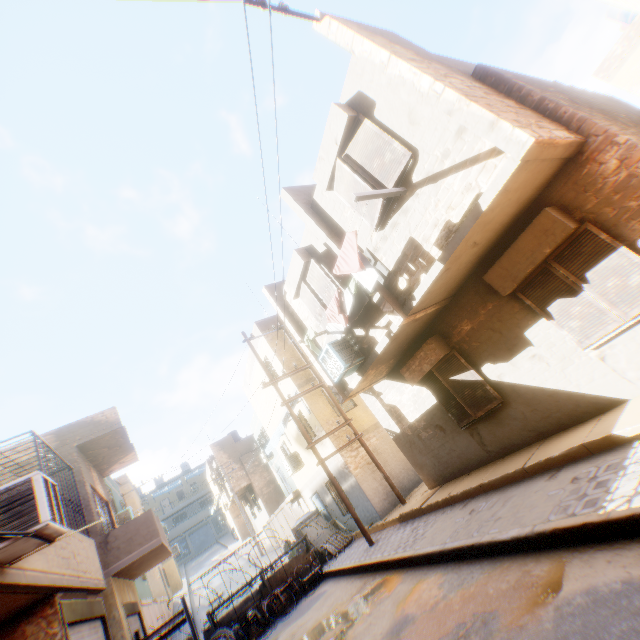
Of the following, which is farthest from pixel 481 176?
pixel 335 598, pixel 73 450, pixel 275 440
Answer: pixel 73 450

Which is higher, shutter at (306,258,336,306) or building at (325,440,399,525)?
shutter at (306,258,336,306)

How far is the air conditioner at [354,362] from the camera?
8.1m

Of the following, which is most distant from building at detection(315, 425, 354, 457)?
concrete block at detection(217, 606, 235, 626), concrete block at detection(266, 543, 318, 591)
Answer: concrete block at detection(217, 606, 235, 626)

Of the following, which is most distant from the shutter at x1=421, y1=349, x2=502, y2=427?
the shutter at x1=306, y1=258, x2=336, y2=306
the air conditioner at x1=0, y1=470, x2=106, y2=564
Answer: the air conditioner at x1=0, y1=470, x2=106, y2=564

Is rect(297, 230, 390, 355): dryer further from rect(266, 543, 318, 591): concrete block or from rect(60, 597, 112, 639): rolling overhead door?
rect(266, 543, 318, 591): concrete block

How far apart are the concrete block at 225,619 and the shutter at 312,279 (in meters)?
11.35

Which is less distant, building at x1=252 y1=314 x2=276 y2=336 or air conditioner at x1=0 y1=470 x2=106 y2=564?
air conditioner at x1=0 y1=470 x2=106 y2=564
